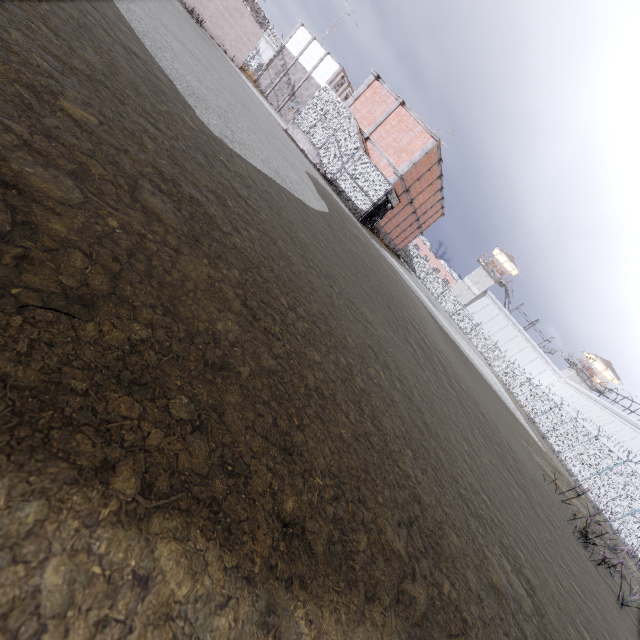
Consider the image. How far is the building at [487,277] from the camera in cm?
5925

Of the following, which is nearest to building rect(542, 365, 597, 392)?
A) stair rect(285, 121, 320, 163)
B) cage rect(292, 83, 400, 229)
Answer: cage rect(292, 83, 400, 229)

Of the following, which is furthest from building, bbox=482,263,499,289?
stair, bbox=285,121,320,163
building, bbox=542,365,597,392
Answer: stair, bbox=285,121,320,163

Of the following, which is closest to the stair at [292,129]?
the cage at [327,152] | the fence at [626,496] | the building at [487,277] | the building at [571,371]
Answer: the cage at [327,152]

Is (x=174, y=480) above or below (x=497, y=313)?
below

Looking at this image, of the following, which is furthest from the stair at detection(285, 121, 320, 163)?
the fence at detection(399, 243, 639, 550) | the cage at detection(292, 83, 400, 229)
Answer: the fence at detection(399, 243, 639, 550)

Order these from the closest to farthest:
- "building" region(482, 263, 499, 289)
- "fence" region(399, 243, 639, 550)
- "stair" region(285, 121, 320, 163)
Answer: "fence" region(399, 243, 639, 550) < "stair" region(285, 121, 320, 163) < "building" region(482, 263, 499, 289)

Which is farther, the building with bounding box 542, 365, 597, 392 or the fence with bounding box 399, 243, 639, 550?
the building with bounding box 542, 365, 597, 392
